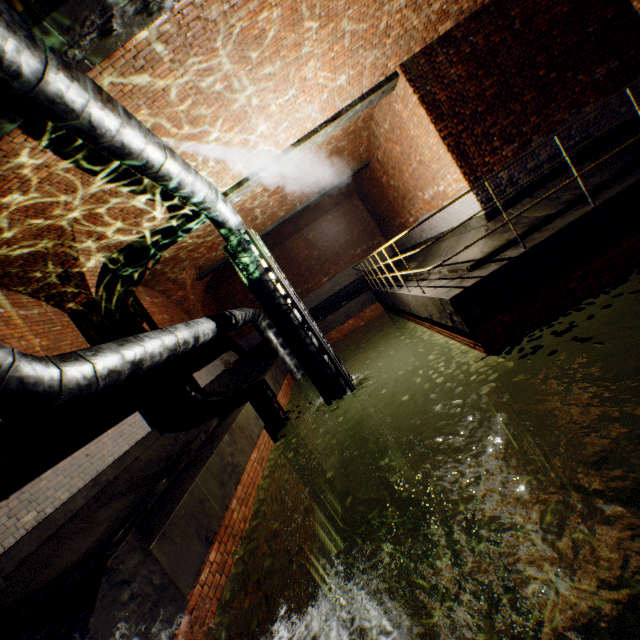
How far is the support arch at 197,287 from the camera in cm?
1116

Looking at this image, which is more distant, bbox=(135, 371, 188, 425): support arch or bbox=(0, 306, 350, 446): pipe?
bbox=(135, 371, 188, 425): support arch

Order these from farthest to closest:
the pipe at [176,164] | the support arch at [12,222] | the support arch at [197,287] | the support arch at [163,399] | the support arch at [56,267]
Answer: the support arch at [197,287], the support arch at [163,399], the support arch at [56,267], the support arch at [12,222], the pipe at [176,164]

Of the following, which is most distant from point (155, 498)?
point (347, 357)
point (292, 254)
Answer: point (292, 254)

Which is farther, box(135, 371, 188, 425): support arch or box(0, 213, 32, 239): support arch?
box(135, 371, 188, 425): support arch

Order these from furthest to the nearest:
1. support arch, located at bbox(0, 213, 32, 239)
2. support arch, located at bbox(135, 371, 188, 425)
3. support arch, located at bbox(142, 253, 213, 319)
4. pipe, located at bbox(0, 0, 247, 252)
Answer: support arch, located at bbox(142, 253, 213, 319) < support arch, located at bbox(135, 371, 188, 425) < support arch, located at bbox(0, 213, 32, 239) < pipe, located at bbox(0, 0, 247, 252)

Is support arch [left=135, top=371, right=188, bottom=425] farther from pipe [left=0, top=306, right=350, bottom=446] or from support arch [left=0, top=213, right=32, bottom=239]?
pipe [left=0, top=306, right=350, bottom=446]

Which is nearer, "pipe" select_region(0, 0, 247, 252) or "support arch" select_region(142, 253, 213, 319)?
"pipe" select_region(0, 0, 247, 252)
